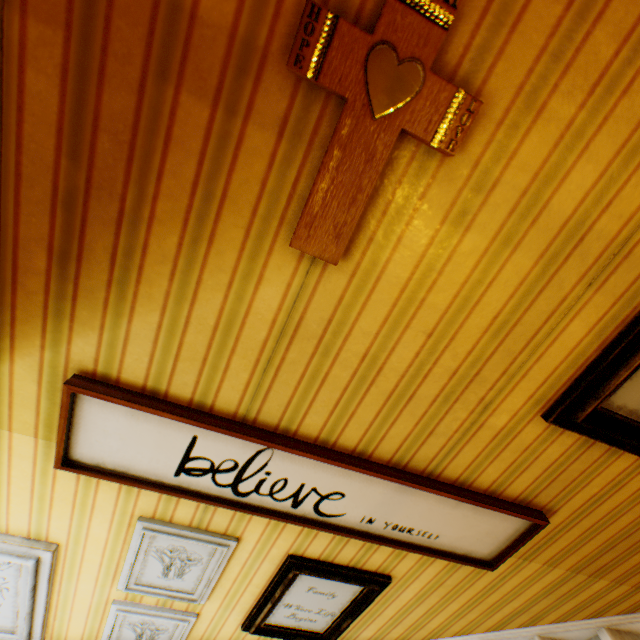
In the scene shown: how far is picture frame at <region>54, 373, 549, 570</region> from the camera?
1.1m

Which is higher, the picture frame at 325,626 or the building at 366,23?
the building at 366,23

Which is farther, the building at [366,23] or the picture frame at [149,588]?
the picture frame at [149,588]

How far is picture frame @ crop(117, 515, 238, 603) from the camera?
1.4m

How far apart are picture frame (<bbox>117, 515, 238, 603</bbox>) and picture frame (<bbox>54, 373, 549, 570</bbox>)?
0.27m

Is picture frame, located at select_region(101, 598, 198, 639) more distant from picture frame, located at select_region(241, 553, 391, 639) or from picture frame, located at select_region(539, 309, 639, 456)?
picture frame, located at select_region(539, 309, 639, 456)

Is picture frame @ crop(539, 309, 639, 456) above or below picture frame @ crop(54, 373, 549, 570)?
above

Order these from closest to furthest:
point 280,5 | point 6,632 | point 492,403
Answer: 1. point 280,5
2. point 492,403
3. point 6,632
